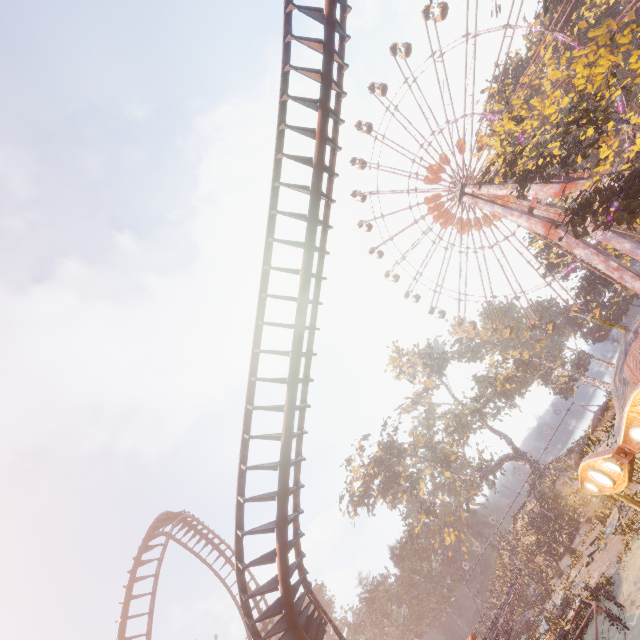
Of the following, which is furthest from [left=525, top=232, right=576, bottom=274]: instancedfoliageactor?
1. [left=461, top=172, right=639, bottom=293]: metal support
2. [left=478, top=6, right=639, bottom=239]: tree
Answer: [left=478, top=6, right=639, bottom=239]: tree

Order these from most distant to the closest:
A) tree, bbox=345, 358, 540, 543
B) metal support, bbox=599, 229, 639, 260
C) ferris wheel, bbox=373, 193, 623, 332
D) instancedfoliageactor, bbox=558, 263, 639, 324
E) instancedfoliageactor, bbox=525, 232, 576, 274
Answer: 1. instancedfoliageactor, bbox=525, 232, 576, 274
2. tree, bbox=345, 358, 540, 543
3. instancedfoliageactor, bbox=558, 263, 639, 324
4. ferris wheel, bbox=373, 193, 623, 332
5. metal support, bbox=599, 229, 639, 260

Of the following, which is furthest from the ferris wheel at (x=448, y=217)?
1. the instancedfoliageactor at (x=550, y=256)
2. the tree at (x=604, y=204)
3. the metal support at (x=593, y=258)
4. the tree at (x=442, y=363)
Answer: the tree at (x=604, y=204)

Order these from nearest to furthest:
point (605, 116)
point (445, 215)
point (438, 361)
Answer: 1. point (605, 116)
2. point (445, 215)
3. point (438, 361)

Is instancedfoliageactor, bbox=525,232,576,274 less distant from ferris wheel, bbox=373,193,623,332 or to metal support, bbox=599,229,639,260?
metal support, bbox=599,229,639,260

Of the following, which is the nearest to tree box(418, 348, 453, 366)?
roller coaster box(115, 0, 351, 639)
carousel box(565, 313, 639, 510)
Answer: roller coaster box(115, 0, 351, 639)

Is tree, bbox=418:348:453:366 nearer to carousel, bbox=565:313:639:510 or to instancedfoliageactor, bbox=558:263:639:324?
instancedfoliageactor, bbox=558:263:639:324

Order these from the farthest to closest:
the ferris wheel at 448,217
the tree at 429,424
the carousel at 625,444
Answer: the tree at 429,424, the ferris wheel at 448,217, the carousel at 625,444
